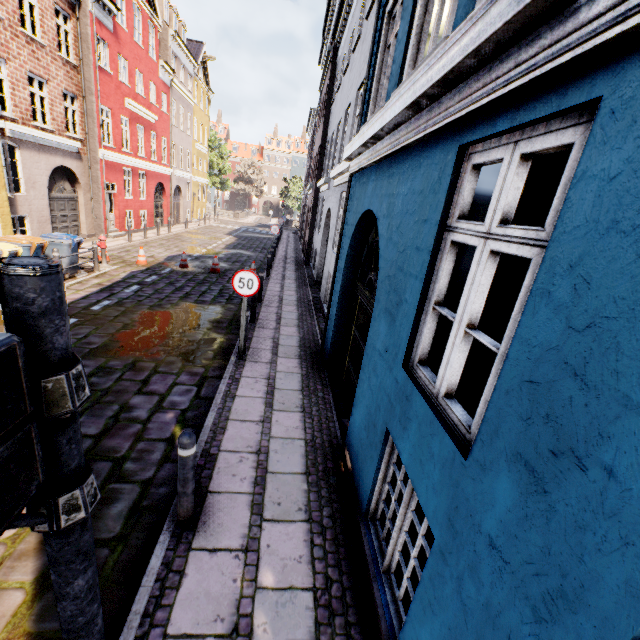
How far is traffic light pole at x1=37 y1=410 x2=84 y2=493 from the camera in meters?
1.1 m

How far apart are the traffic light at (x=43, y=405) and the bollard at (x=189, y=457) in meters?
1.9 m

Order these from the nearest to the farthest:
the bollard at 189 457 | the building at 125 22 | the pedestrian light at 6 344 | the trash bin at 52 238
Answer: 1. the pedestrian light at 6 344
2. the bollard at 189 457
3. the trash bin at 52 238
4. the building at 125 22

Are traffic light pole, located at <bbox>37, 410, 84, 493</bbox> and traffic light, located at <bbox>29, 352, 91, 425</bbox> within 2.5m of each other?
yes

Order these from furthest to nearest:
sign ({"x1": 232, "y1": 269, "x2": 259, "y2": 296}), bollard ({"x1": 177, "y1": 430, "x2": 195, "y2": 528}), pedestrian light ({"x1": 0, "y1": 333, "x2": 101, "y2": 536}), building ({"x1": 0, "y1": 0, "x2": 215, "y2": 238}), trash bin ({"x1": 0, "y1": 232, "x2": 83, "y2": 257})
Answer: building ({"x1": 0, "y1": 0, "x2": 215, "y2": 238}) < trash bin ({"x1": 0, "y1": 232, "x2": 83, "y2": 257}) < sign ({"x1": 232, "y1": 269, "x2": 259, "y2": 296}) < bollard ({"x1": 177, "y1": 430, "x2": 195, "y2": 528}) < pedestrian light ({"x1": 0, "y1": 333, "x2": 101, "y2": 536})

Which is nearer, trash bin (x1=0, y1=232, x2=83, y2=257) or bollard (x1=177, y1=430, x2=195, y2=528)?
bollard (x1=177, y1=430, x2=195, y2=528)

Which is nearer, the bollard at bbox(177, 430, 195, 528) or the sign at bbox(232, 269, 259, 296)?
the bollard at bbox(177, 430, 195, 528)

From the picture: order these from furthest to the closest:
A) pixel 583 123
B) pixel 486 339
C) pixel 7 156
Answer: pixel 7 156, pixel 486 339, pixel 583 123
